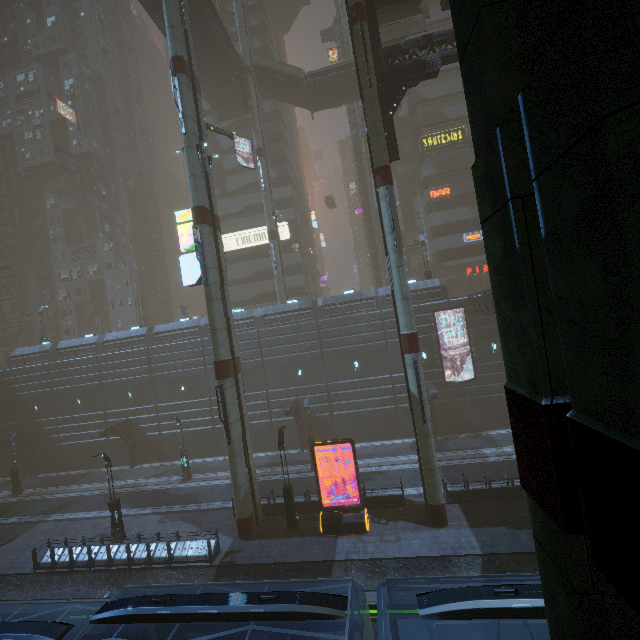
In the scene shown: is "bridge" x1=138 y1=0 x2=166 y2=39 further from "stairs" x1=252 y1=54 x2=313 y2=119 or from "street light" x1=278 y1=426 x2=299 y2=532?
"street light" x1=278 y1=426 x2=299 y2=532

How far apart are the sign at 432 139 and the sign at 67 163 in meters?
48.3

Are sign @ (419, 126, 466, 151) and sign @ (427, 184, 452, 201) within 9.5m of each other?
yes

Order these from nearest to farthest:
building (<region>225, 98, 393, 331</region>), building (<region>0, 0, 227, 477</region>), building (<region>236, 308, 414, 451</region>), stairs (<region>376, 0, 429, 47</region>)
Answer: stairs (<region>376, 0, 429, 47</region>)
building (<region>236, 308, 414, 451</region>)
building (<region>225, 98, 393, 331</region>)
building (<region>0, 0, 227, 477</region>)

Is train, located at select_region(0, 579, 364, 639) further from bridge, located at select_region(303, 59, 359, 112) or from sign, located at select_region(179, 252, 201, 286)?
bridge, located at select_region(303, 59, 359, 112)

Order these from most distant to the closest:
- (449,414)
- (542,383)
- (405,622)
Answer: (449,414), (405,622), (542,383)

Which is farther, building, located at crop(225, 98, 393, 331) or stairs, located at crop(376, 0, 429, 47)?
building, located at crop(225, 98, 393, 331)

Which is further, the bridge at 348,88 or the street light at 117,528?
the bridge at 348,88
